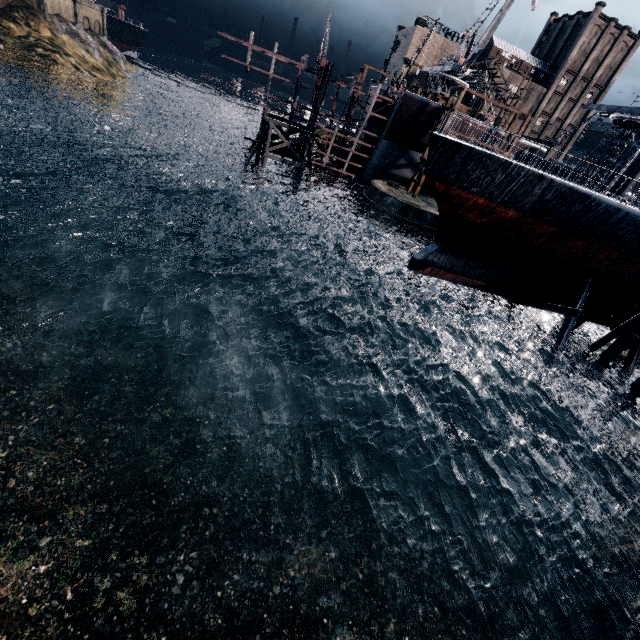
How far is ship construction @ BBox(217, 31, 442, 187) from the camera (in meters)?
35.03

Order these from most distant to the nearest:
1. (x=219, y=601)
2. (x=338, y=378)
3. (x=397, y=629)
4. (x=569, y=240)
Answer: (x=338, y=378)
(x=569, y=240)
(x=397, y=629)
(x=219, y=601)

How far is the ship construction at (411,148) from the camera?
35.03m

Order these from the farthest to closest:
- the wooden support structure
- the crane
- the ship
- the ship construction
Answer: the wooden support structure
the ship construction
the crane
the ship

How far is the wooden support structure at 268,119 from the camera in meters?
36.8 m

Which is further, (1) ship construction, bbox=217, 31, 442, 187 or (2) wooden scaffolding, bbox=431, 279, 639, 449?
(1) ship construction, bbox=217, 31, 442, 187

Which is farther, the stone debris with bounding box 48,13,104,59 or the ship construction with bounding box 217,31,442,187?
the stone debris with bounding box 48,13,104,59

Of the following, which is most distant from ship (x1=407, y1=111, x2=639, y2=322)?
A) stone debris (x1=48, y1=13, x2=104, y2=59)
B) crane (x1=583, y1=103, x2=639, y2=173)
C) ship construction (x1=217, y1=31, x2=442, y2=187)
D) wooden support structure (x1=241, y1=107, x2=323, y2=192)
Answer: stone debris (x1=48, y1=13, x2=104, y2=59)
